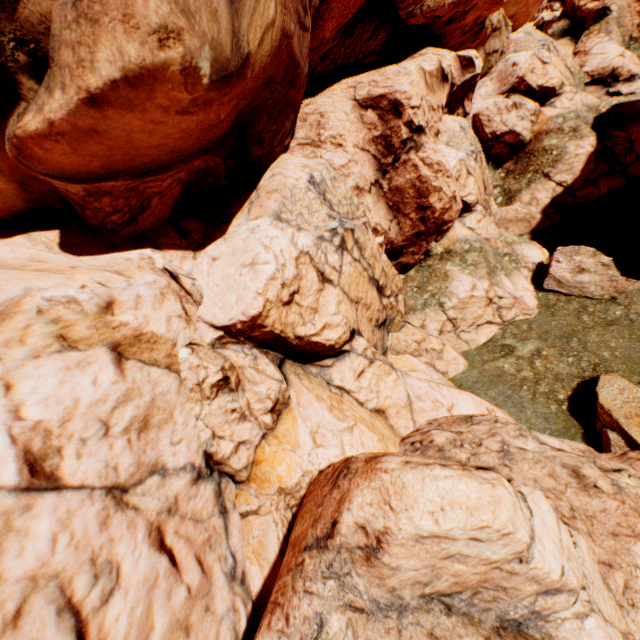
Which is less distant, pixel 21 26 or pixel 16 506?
pixel 16 506
